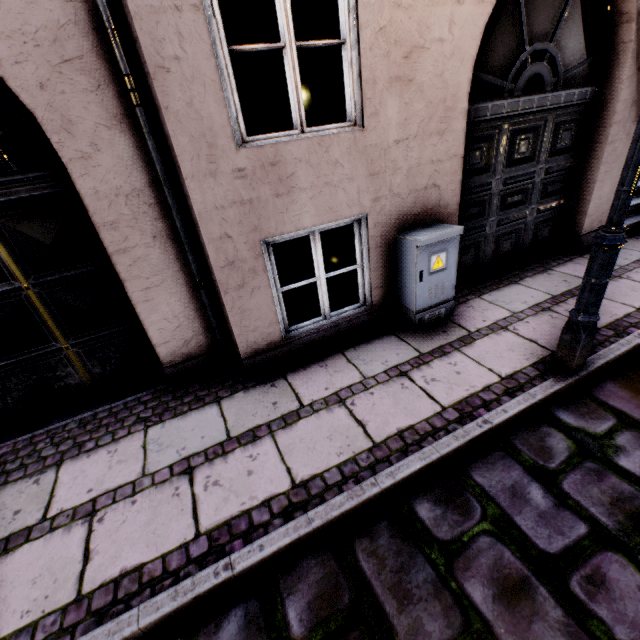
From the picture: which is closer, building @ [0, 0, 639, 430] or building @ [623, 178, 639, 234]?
building @ [0, 0, 639, 430]

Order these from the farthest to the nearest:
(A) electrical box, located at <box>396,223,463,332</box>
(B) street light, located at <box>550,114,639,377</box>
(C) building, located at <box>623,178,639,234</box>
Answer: (C) building, located at <box>623,178,639,234</box> < (A) electrical box, located at <box>396,223,463,332</box> < (B) street light, located at <box>550,114,639,377</box>

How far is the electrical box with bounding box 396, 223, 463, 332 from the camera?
3.2 meters

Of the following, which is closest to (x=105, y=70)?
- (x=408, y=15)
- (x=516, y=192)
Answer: (x=408, y=15)

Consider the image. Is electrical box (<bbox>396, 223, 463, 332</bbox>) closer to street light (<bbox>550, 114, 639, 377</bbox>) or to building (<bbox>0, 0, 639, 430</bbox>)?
building (<bbox>0, 0, 639, 430</bbox>)

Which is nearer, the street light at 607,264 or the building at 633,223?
the street light at 607,264

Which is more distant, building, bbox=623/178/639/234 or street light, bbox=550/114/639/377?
building, bbox=623/178/639/234

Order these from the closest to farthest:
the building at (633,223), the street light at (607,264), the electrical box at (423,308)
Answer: the street light at (607,264) < the electrical box at (423,308) < the building at (633,223)
